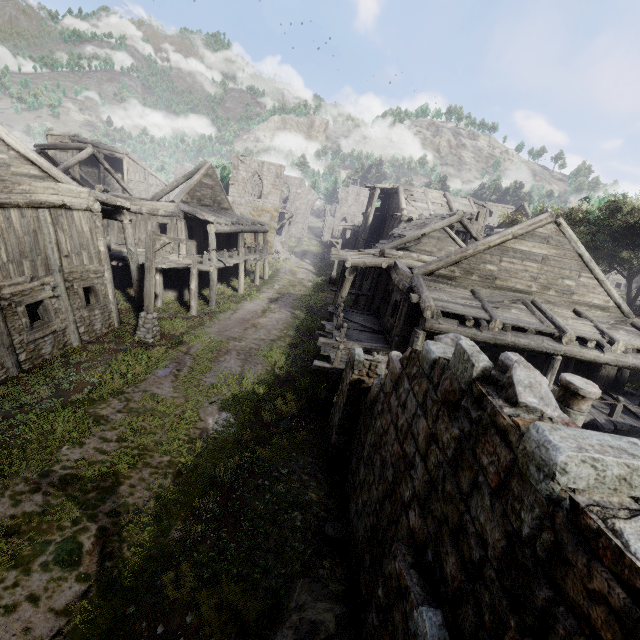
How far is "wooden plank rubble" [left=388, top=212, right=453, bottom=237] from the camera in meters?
21.8

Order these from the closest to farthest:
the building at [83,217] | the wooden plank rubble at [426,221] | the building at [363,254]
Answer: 1. the building at [363,254]
2. the building at [83,217]
3. the wooden plank rubble at [426,221]

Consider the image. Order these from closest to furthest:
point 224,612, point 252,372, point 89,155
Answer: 1. point 224,612
2. point 252,372
3. point 89,155

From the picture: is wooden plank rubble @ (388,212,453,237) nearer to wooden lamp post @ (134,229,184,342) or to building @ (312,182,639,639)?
building @ (312,182,639,639)

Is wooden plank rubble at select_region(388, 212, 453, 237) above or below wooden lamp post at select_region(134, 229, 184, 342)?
above

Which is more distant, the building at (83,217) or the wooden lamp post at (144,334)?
the wooden lamp post at (144,334)

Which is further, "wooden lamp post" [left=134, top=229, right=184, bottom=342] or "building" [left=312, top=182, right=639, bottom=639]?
"wooden lamp post" [left=134, top=229, right=184, bottom=342]
